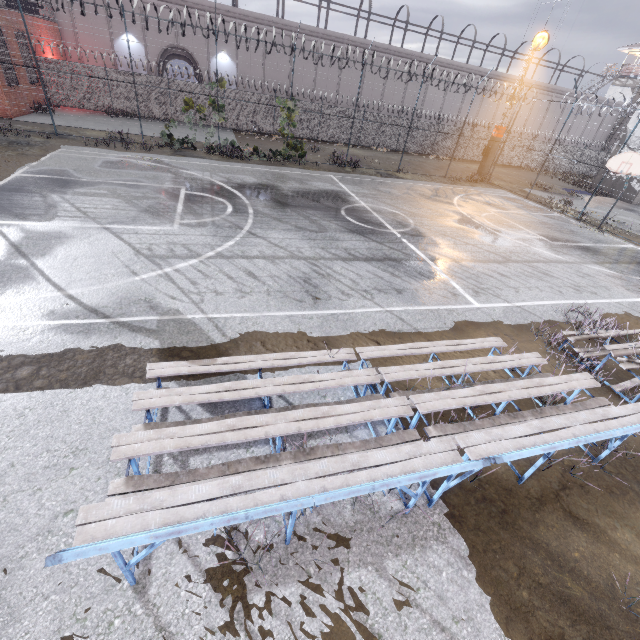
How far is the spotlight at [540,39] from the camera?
21.3 meters

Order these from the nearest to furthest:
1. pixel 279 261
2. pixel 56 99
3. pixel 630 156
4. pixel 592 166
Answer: pixel 279 261 → pixel 630 156 → pixel 56 99 → pixel 592 166

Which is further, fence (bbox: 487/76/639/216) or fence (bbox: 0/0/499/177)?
fence (bbox: 487/76/639/216)

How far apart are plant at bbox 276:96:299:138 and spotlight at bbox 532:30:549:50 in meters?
17.3

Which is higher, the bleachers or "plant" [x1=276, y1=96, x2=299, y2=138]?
"plant" [x1=276, y1=96, x2=299, y2=138]

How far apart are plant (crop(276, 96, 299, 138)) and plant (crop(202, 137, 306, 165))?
1.28m

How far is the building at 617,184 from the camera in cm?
2753

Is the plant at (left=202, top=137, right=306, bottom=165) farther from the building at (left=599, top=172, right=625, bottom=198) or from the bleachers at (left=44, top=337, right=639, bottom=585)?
the building at (left=599, top=172, right=625, bottom=198)
